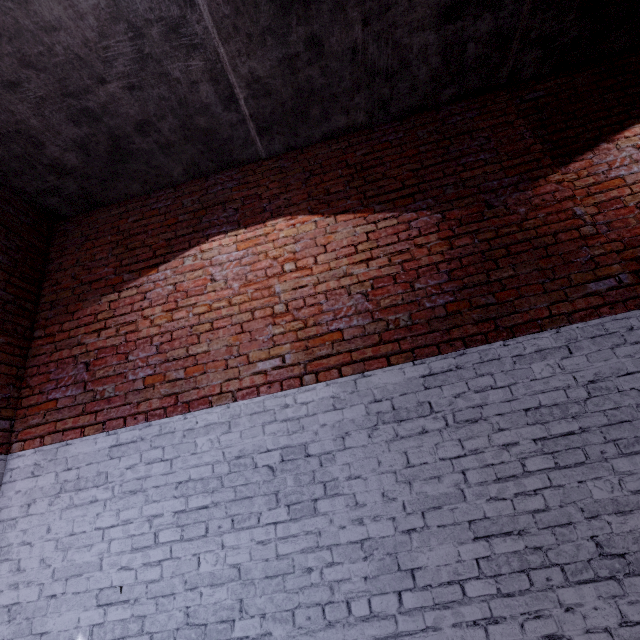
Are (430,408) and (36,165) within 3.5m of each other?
no
